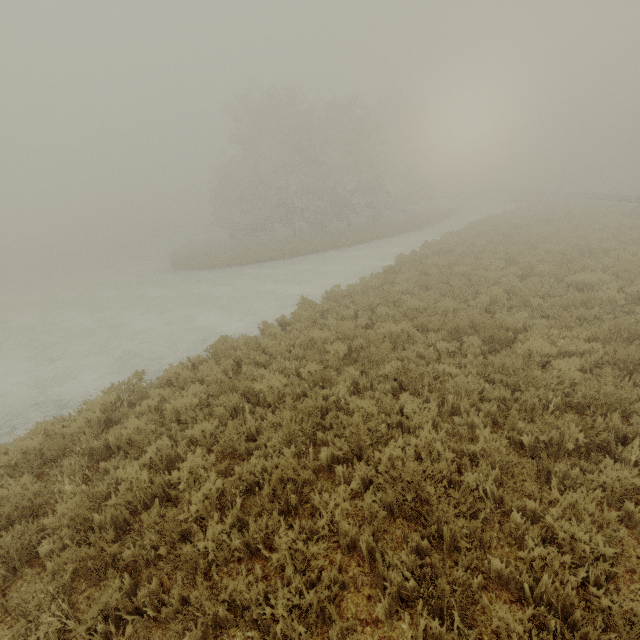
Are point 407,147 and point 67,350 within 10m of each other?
no
